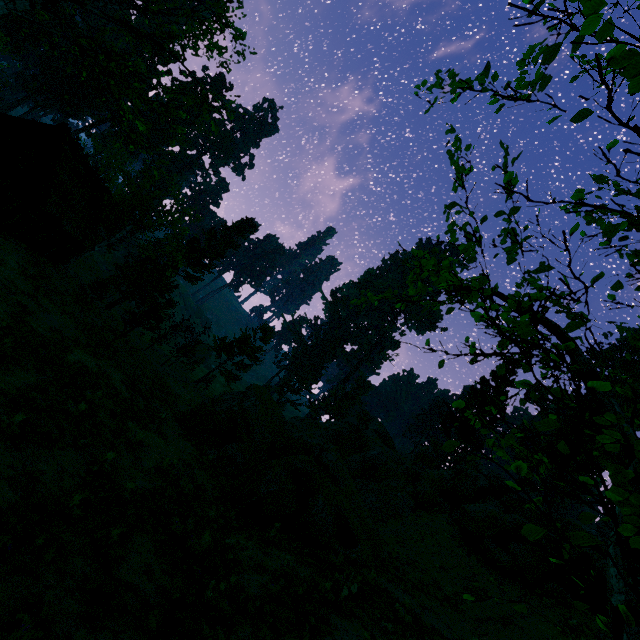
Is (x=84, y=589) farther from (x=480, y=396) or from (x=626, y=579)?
(x=480, y=396)

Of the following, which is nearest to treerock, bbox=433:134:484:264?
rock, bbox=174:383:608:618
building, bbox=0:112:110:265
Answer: building, bbox=0:112:110:265

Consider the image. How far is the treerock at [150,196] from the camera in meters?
29.7

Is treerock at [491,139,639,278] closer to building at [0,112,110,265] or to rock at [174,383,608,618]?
building at [0,112,110,265]
